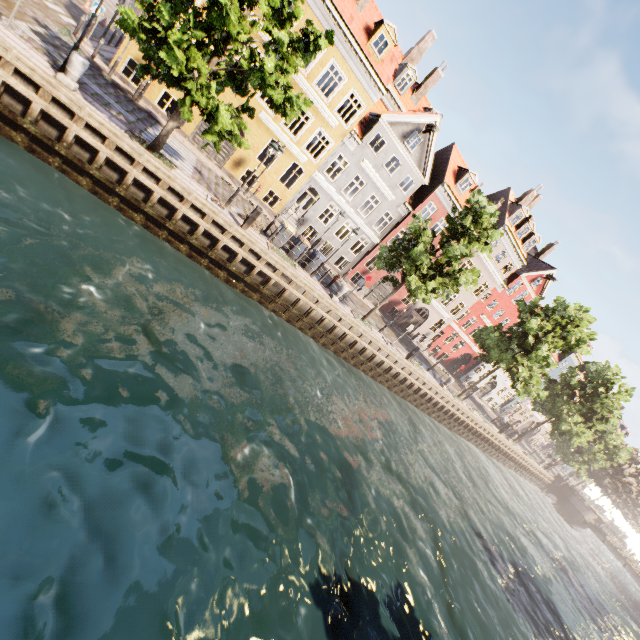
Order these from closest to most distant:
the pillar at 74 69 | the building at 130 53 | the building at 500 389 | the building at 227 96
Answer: the pillar at 74 69 < the building at 130 53 < the building at 227 96 < the building at 500 389

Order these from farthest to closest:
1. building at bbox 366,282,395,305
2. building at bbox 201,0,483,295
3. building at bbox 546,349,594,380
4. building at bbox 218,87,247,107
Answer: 1. building at bbox 546,349,594,380
2. building at bbox 366,282,395,305
3. building at bbox 201,0,483,295
4. building at bbox 218,87,247,107

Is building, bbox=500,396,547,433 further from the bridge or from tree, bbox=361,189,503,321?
the bridge

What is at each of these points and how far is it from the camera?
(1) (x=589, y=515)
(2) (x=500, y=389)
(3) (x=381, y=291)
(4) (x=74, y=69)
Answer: (1) bridge, 40.50m
(2) building, 45.81m
(3) building, 30.38m
(4) pillar, 10.58m

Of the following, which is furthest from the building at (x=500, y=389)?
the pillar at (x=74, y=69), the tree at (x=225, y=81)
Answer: the pillar at (x=74, y=69)

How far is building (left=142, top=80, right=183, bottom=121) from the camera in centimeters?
1817cm

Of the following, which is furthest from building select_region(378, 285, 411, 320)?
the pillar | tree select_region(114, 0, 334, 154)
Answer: the pillar
